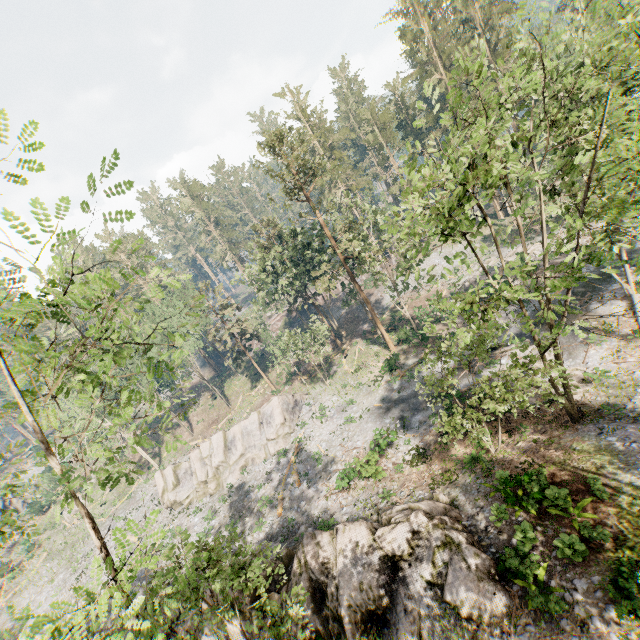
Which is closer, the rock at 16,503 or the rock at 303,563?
the rock at 303,563

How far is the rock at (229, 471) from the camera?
34.6m

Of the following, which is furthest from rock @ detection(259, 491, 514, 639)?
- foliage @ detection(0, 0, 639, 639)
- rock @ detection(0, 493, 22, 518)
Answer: rock @ detection(0, 493, 22, 518)

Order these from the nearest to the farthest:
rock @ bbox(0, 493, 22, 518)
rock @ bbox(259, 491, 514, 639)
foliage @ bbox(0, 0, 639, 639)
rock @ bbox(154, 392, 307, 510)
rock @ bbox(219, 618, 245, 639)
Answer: foliage @ bbox(0, 0, 639, 639), rock @ bbox(259, 491, 514, 639), rock @ bbox(219, 618, 245, 639), rock @ bbox(154, 392, 307, 510), rock @ bbox(0, 493, 22, 518)

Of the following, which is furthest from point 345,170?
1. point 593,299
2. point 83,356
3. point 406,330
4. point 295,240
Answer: point 83,356

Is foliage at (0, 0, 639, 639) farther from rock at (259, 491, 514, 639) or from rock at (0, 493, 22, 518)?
rock at (0, 493, 22, 518)

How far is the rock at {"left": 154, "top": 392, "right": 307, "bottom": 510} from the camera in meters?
34.6 m
